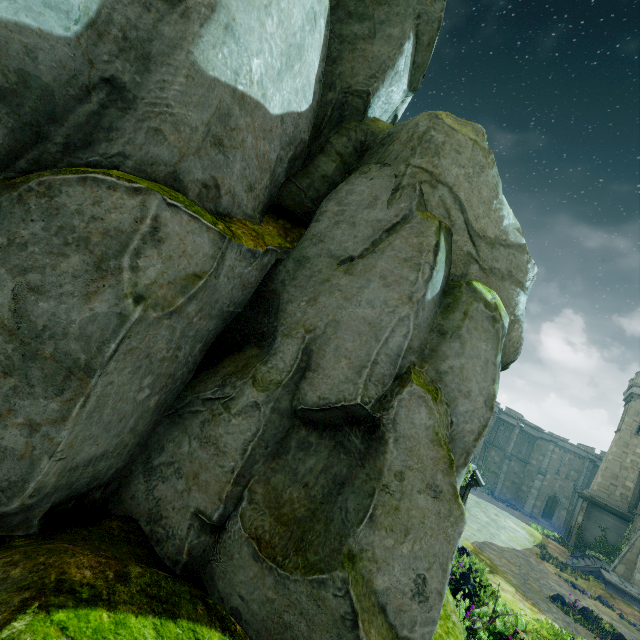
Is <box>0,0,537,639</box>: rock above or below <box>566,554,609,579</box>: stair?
above

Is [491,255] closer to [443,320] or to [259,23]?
[443,320]

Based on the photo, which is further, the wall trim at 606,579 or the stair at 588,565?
the stair at 588,565

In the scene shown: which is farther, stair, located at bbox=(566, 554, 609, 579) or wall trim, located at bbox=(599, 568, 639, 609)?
stair, located at bbox=(566, 554, 609, 579)

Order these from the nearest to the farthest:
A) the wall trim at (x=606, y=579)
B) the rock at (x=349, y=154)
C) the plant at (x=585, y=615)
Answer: the rock at (x=349, y=154) < the plant at (x=585, y=615) < the wall trim at (x=606, y=579)

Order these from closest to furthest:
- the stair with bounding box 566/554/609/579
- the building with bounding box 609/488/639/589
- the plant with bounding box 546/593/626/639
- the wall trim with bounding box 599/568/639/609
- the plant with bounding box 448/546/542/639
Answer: the plant with bounding box 448/546/542/639 < the plant with bounding box 546/593/626/639 < the wall trim with bounding box 599/568/639/609 < the building with bounding box 609/488/639/589 < the stair with bounding box 566/554/609/579

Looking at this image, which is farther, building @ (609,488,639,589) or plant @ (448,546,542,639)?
building @ (609,488,639,589)

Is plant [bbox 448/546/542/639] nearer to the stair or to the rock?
the rock
